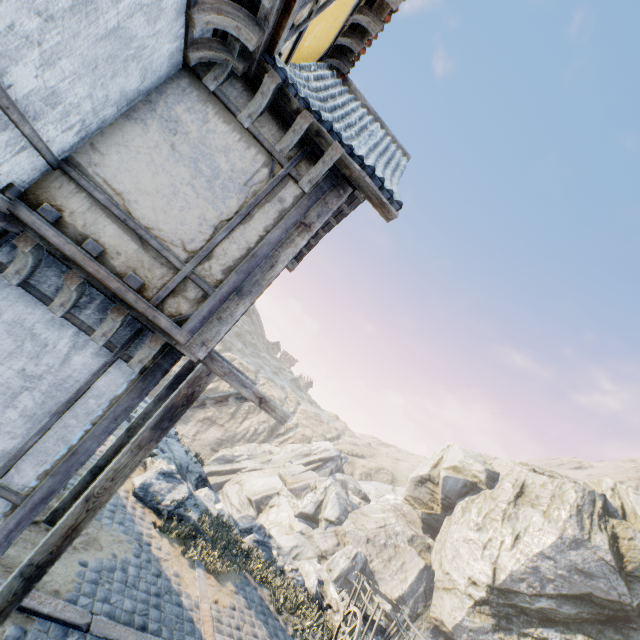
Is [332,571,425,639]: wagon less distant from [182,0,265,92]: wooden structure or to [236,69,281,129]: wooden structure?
[236,69,281,129]: wooden structure

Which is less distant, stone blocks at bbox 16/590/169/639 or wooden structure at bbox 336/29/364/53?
stone blocks at bbox 16/590/169/639

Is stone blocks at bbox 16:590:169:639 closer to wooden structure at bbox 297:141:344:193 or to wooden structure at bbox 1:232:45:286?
wooden structure at bbox 1:232:45:286

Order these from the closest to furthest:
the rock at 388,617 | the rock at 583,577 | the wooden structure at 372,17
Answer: the wooden structure at 372,17 → the rock at 583,577 → the rock at 388,617

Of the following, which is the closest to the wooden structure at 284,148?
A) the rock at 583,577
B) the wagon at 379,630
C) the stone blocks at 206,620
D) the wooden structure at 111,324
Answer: the wooden structure at 111,324

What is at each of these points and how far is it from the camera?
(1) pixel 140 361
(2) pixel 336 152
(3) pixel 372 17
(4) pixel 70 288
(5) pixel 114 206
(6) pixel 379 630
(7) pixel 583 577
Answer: (1) wooden structure, 3.8m
(2) wooden structure, 3.8m
(3) wooden structure, 5.2m
(4) wooden structure, 3.4m
(5) building, 3.3m
(6) wagon, 9.2m
(7) rock, 20.6m

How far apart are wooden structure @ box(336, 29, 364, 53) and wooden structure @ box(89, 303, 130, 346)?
5.7 meters

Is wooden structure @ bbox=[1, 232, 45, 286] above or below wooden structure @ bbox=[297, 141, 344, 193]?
below
